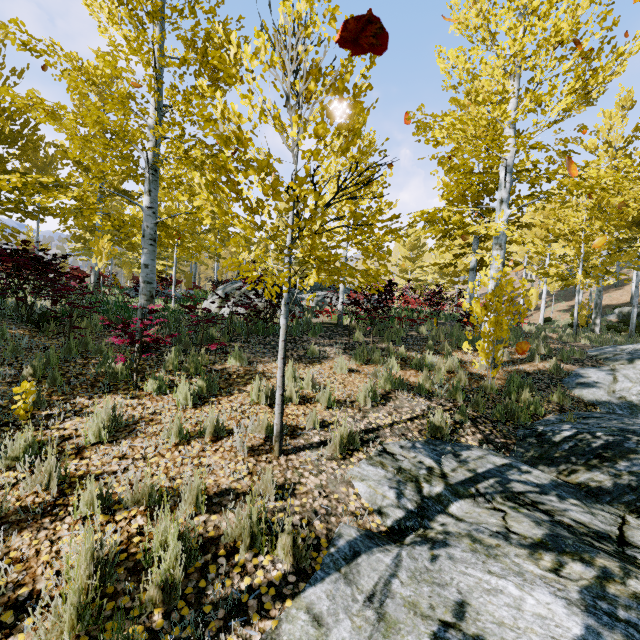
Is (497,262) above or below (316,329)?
above

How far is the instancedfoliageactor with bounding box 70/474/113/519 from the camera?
2.7m

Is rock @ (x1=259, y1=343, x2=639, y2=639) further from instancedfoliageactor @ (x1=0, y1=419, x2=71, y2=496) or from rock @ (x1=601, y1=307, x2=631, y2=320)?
rock @ (x1=601, y1=307, x2=631, y2=320)

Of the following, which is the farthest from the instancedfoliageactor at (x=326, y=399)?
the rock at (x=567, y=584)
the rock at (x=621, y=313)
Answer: the rock at (x=621, y=313)

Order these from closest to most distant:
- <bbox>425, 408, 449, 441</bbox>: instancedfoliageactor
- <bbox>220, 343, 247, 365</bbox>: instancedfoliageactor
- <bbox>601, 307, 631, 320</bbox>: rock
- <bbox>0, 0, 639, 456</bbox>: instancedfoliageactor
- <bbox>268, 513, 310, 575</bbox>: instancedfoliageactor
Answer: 1. <bbox>268, 513, 310, 575</bbox>: instancedfoliageactor
2. <bbox>0, 0, 639, 456</bbox>: instancedfoliageactor
3. <bbox>425, 408, 449, 441</bbox>: instancedfoliageactor
4. <bbox>220, 343, 247, 365</bbox>: instancedfoliageactor
5. <bbox>601, 307, 631, 320</bbox>: rock

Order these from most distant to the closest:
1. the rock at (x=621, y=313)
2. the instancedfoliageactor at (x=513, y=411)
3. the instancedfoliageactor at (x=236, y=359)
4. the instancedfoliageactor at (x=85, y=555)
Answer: the rock at (x=621, y=313)
the instancedfoliageactor at (x=236, y=359)
the instancedfoliageactor at (x=513, y=411)
the instancedfoliageactor at (x=85, y=555)
